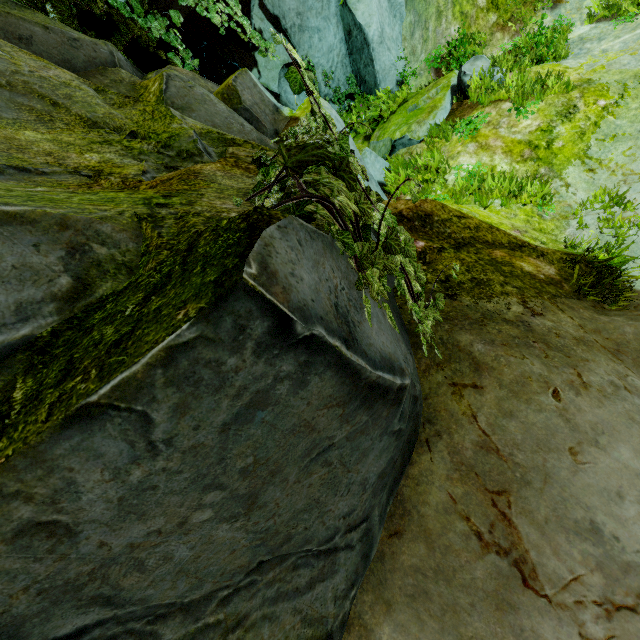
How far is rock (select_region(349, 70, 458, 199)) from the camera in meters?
7.3 m

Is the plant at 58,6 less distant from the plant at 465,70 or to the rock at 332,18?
the rock at 332,18

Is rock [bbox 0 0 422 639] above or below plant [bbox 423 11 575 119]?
above

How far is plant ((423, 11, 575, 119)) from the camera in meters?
6.2

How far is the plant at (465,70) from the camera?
6.2m

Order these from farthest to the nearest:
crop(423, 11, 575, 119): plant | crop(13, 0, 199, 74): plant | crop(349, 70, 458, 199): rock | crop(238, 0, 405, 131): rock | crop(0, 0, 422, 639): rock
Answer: crop(238, 0, 405, 131): rock → crop(349, 70, 458, 199): rock → crop(423, 11, 575, 119): plant → crop(13, 0, 199, 74): plant → crop(0, 0, 422, 639): rock

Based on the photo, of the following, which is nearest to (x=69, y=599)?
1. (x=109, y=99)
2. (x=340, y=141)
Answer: (x=340, y=141)

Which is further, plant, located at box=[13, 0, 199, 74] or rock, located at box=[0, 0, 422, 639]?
plant, located at box=[13, 0, 199, 74]
